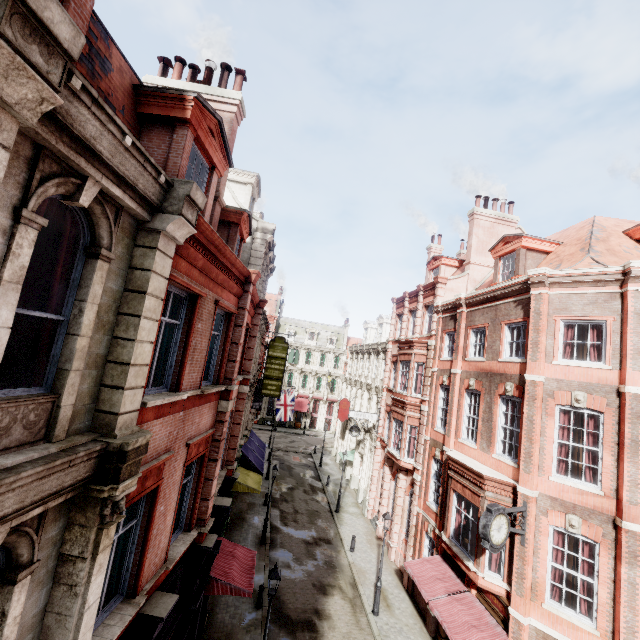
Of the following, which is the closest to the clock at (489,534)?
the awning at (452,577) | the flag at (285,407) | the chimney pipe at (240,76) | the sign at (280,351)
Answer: the awning at (452,577)

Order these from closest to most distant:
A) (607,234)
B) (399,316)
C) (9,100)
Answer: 1. (9,100)
2. (607,234)
3. (399,316)

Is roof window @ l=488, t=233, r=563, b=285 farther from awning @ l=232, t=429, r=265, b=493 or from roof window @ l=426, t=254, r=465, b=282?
awning @ l=232, t=429, r=265, b=493

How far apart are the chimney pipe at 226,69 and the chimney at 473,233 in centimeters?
1642cm

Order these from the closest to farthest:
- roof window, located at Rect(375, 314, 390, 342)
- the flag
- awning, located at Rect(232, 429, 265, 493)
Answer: awning, located at Rect(232, 429, 265, 493)
the flag
roof window, located at Rect(375, 314, 390, 342)

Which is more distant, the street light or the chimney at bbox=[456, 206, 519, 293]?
the chimney at bbox=[456, 206, 519, 293]

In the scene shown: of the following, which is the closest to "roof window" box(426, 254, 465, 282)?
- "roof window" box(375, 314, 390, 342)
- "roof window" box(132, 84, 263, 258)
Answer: "roof window" box(375, 314, 390, 342)

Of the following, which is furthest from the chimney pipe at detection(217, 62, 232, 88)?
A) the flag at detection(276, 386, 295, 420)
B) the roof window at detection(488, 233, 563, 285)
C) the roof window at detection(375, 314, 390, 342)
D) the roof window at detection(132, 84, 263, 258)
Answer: the flag at detection(276, 386, 295, 420)
